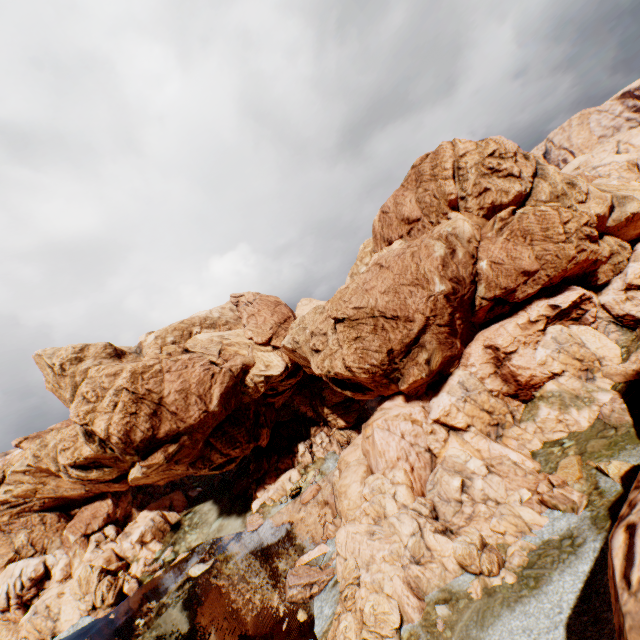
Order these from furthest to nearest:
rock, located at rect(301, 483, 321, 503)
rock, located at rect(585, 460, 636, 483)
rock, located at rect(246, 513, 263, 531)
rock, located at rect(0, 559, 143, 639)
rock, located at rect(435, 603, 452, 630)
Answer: rock, located at rect(246, 513, 263, 531) < rock, located at rect(301, 483, 321, 503) < rock, located at rect(0, 559, 143, 639) < rock, located at rect(585, 460, 636, 483) < rock, located at rect(435, 603, 452, 630)

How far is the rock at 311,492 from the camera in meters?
54.6 m

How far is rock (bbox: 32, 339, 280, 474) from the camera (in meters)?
45.66

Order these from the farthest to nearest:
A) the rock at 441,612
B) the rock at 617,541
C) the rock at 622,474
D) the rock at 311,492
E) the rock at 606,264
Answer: the rock at 311,492 < the rock at 606,264 < the rock at 622,474 < the rock at 441,612 < the rock at 617,541

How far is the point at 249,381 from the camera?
55.84m

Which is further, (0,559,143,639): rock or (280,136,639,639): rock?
(0,559,143,639): rock
